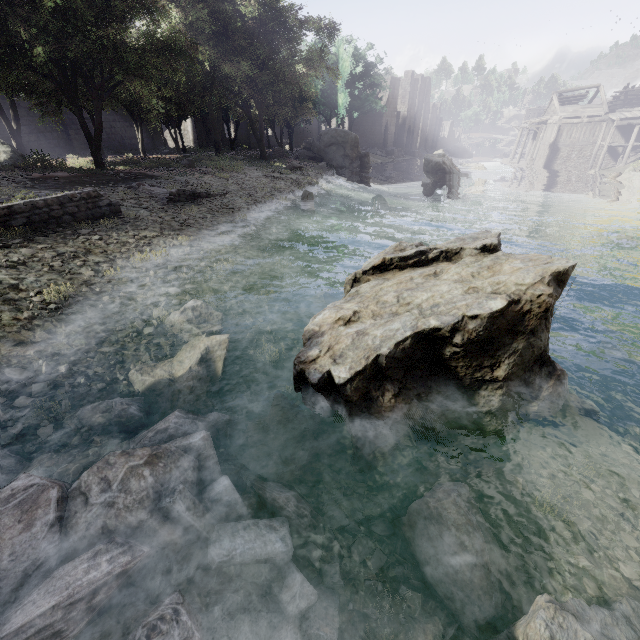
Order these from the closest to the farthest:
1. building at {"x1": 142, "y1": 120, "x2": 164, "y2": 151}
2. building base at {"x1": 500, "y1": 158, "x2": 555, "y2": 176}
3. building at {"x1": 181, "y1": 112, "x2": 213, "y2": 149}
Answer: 1. building at {"x1": 142, "y1": 120, "x2": 164, "y2": 151}
2. building at {"x1": 181, "y1": 112, "x2": 213, "y2": 149}
3. building base at {"x1": 500, "y1": 158, "x2": 555, "y2": 176}

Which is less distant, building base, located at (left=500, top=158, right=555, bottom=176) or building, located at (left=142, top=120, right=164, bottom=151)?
building, located at (left=142, top=120, right=164, bottom=151)

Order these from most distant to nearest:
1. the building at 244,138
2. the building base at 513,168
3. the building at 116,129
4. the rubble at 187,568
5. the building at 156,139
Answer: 1. the building at 244,138
2. the building base at 513,168
3. the building at 156,139
4. the building at 116,129
5. the rubble at 187,568

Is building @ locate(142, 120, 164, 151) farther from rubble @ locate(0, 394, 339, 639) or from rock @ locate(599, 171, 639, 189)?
rubble @ locate(0, 394, 339, 639)

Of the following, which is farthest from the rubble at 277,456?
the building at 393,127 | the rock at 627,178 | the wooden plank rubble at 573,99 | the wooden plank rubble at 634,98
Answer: the wooden plank rubble at 573,99

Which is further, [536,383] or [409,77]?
[409,77]

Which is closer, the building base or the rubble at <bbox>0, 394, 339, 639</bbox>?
the rubble at <bbox>0, 394, 339, 639</bbox>
